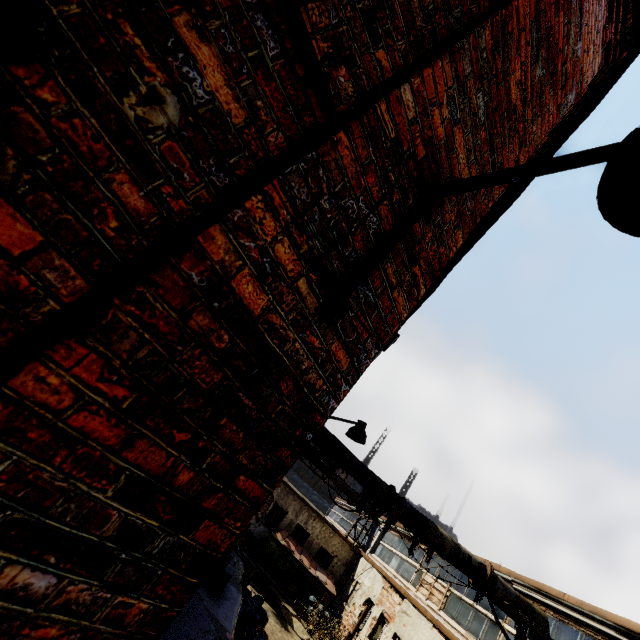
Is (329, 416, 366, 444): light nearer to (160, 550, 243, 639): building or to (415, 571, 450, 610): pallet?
(160, 550, 243, 639): building

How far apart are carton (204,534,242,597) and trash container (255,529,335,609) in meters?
10.9 m

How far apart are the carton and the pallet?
8.4 meters

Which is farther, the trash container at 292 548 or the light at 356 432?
the trash container at 292 548

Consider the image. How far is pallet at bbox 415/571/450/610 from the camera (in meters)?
11.75

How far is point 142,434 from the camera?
0.8m

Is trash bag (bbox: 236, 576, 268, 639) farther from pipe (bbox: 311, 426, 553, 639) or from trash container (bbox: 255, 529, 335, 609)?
pipe (bbox: 311, 426, 553, 639)

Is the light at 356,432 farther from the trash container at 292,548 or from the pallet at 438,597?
the trash container at 292,548
